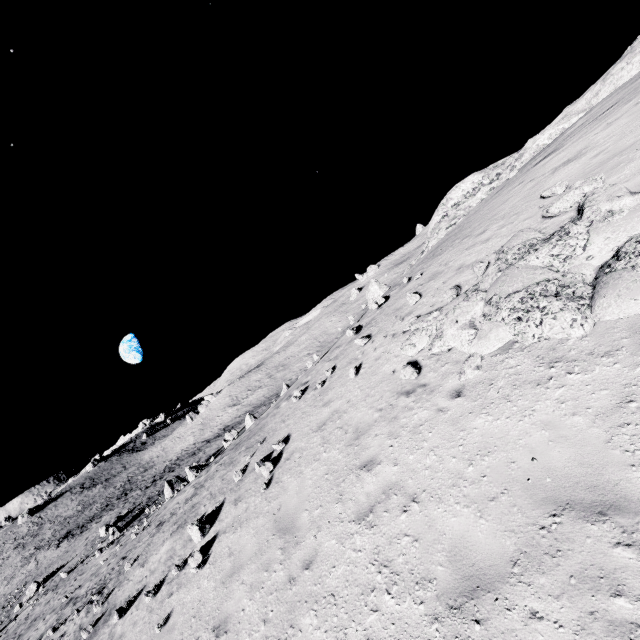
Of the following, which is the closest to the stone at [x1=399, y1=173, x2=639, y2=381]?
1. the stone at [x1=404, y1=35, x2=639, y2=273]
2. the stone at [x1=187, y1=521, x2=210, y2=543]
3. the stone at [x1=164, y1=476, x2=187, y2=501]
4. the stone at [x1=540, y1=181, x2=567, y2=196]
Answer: the stone at [x1=540, y1=181, x2=567, y2=196]

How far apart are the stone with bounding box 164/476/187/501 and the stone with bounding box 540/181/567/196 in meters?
31.7

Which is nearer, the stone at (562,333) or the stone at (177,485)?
the stone at (562,333)

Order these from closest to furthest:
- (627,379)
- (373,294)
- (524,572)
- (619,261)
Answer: (524,572), (627,379), (619,261), (373,294)

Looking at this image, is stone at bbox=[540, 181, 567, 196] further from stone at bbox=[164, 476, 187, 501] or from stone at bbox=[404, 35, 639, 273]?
stone at bbox=[164, 476, 187, 501]

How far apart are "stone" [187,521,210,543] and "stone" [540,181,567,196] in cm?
1449

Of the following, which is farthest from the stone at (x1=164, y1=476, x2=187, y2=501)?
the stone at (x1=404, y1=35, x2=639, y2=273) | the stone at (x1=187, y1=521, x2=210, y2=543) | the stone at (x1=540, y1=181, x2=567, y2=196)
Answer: the stone at (x1=540, y1=181, x2=567, y2=196)

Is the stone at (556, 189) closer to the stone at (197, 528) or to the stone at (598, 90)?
the stone at (598, 90)
